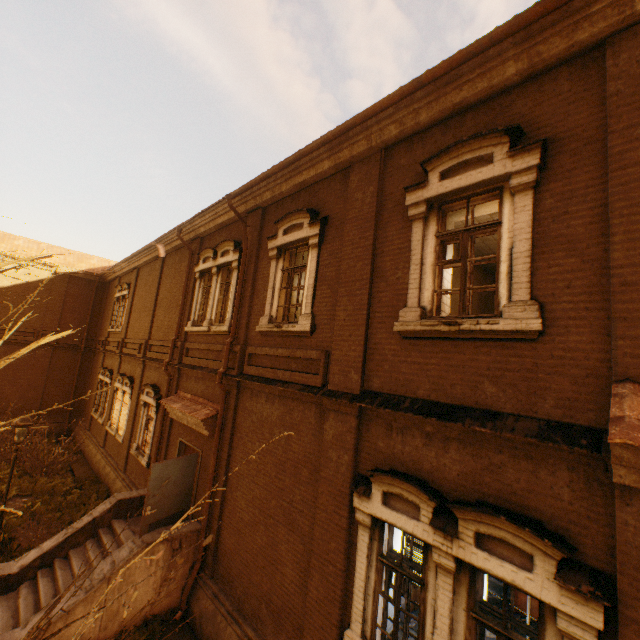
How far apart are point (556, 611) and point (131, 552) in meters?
8.2

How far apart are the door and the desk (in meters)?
7.95

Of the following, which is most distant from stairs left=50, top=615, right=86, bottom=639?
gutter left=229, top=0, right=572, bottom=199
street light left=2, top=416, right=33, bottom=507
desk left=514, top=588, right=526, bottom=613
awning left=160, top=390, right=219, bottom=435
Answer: gutter left=229, top=0, right=572, bottom=199

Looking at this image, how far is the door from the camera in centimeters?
789cm

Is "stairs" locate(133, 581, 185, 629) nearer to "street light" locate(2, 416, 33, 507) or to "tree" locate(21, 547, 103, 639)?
"street light" locate(2, 416, 33, 507)

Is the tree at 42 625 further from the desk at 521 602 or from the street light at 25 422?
the desk at 521 602

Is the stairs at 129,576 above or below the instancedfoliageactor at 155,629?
above

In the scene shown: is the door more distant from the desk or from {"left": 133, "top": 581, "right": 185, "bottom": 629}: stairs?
the desk
